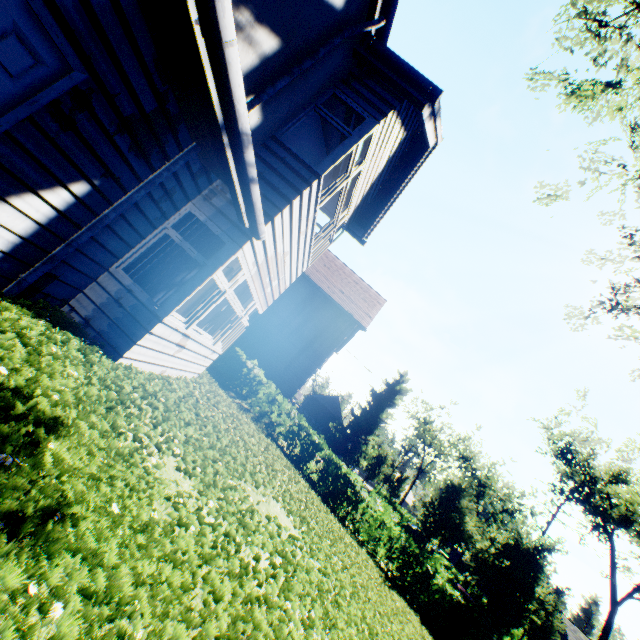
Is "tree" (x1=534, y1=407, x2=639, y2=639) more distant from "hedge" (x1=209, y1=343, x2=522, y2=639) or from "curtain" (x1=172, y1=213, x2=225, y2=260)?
"curtain" (x1=172, y1=213, x2=225, y2=260)

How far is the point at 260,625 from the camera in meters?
3.0

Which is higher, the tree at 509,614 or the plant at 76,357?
the tree at 509,614

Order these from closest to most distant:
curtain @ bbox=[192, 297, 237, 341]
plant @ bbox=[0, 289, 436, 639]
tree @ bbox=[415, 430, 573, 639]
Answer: plant @ bbox=[0, 289, 436, 639] < curtain @ bbox=[192, 297, 237, 341] < tree @ bbox=[415, 430, 573, 639]

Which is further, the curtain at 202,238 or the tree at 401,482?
the tree at 401,482

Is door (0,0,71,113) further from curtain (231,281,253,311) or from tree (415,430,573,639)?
tree (415,430,573,639)

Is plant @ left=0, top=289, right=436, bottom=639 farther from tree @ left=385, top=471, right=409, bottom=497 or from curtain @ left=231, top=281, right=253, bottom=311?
tree @ left=385, top=471, right=409, bottom=497

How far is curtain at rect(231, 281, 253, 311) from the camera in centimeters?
791cm
